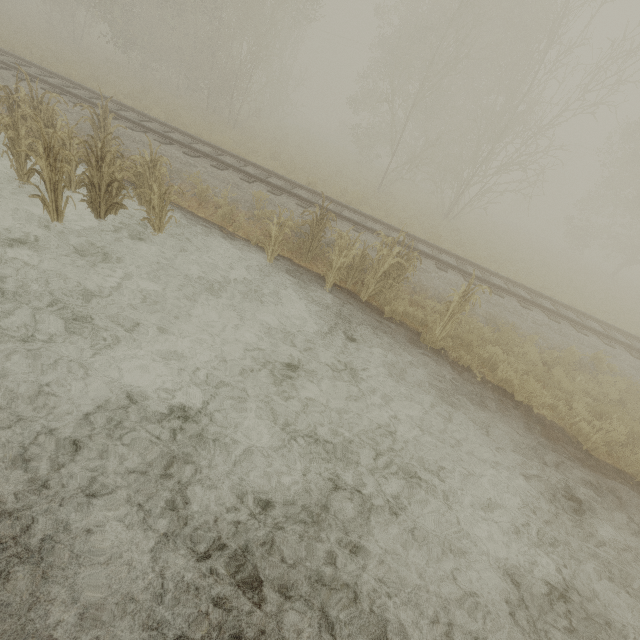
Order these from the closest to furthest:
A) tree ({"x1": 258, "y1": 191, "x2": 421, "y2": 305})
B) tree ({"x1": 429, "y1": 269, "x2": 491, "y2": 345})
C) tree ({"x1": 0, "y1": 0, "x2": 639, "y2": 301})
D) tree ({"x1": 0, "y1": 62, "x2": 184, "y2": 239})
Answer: tree ({"x1": 0, "y1": 62, "x2": 184, "y2": 239}) < tree ({"x1": 429, "y1": 269, "x2": 491, "y2": 345}) < tree ({"x1": 258, "y1": 191, "x2": 421, "y2": 305}) < tree ({"x1": 0, "y1": 0, "x2": 639, "y2": 301})

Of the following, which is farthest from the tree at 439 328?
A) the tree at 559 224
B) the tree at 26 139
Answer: the tree at 559 224

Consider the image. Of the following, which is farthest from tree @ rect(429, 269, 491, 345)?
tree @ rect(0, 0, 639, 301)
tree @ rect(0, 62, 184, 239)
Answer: tree @ rect(0, 0, 639, 301)

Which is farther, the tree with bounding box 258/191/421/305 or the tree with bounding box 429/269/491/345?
the tree with bounding box 258/191/421/305

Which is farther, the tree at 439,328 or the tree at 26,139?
the tree at 439,328

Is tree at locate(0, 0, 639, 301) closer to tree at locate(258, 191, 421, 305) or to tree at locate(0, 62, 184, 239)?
tree at locate(258, 191, 421, 305)

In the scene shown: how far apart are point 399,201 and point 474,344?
15.5 meters
